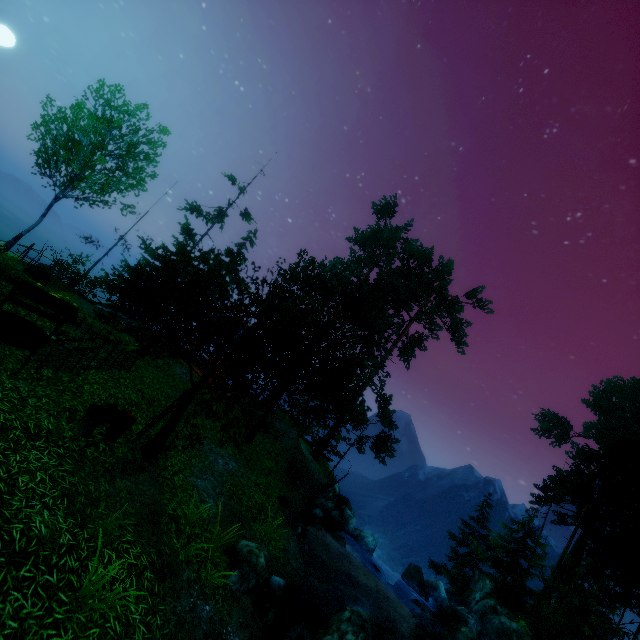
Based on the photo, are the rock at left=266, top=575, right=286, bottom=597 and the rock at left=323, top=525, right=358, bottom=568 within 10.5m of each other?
yes

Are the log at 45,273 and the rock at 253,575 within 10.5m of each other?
no

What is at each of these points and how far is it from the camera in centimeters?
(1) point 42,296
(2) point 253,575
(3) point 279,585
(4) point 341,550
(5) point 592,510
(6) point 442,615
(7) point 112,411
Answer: (1) well, 984cm
(2) rock, 754cm
(3) rock, 888cm
(4) rock, 1614cm
(5) tree, 2720cm
(6) rock, 1961cm
(7) basket, 841cm

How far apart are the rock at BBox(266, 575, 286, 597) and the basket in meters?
6.2

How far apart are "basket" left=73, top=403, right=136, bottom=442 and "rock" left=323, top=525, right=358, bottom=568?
13.6 meters

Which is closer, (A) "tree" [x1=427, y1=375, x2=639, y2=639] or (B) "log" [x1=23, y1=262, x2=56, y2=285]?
(B) "log" [x1=23, y1=262, x2=56, y2=285]

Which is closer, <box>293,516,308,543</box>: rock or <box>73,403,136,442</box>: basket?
<box>73,403,136,442</box>: basket

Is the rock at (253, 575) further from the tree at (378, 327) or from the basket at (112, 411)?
the basket at (112, 411)
